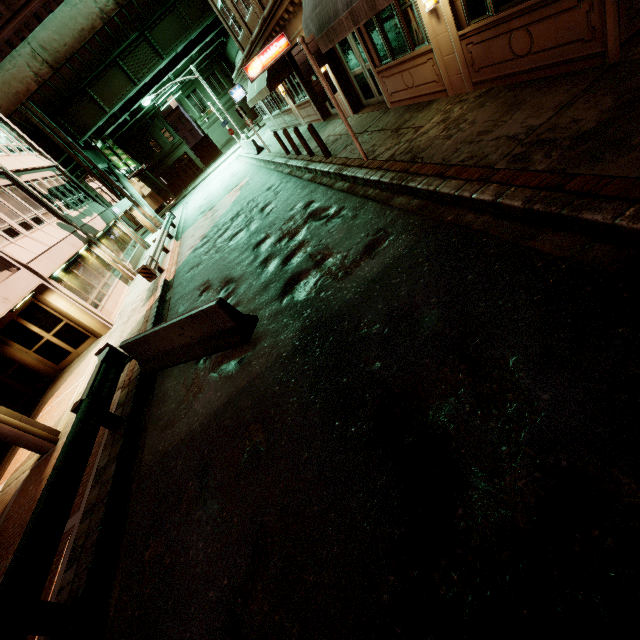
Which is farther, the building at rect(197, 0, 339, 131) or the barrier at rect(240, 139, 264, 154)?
the barrier at rect(240, 139, 264, 154)

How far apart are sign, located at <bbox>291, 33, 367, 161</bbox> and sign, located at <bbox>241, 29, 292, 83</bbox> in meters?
7.8

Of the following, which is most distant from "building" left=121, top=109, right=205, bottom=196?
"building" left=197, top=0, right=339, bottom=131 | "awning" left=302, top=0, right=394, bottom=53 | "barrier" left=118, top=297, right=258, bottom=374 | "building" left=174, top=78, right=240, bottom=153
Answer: "barrier" left=118, top=297, right=258, bottom=374

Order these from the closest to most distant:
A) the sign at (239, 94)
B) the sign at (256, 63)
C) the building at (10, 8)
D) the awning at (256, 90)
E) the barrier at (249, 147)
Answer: the sign at (256, 63)
the awning at (256, 90)
the barrier at (249, 147)
the sign at (239, 94)
the building at (10, 8)

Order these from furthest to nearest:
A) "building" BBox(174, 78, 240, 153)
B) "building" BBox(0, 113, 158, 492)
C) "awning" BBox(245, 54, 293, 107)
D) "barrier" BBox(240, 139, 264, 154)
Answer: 1. "building" BBox(174, 78, 240, 153)
2. "barrier" BBox(240, 139, 264, 154)
3. "awning" BBox(245, 54, 293, 107)
4. "building" BBox(0, 113, 158, 492)

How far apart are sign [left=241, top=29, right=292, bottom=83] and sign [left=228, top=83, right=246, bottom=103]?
14.8 meters

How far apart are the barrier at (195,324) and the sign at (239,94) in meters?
25.4

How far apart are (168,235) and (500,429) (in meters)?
23.01
